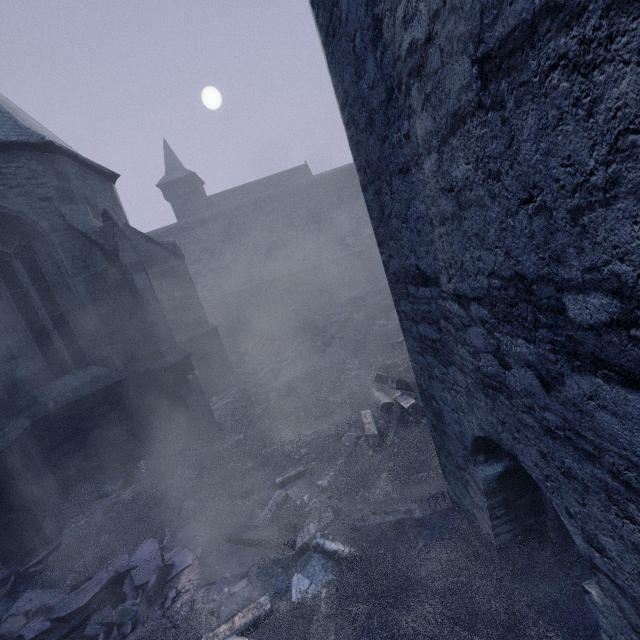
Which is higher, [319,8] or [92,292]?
[319,8]

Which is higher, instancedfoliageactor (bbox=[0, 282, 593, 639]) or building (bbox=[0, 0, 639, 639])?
building (bbox=[0, 0, 639, 639])

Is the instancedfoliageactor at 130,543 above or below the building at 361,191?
below

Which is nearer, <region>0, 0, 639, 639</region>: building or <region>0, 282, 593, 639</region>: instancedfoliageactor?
<region>0, 0, 639, 639</region>: building

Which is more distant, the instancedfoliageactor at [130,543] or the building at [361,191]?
the instancedfoliageactor at [130,543]
